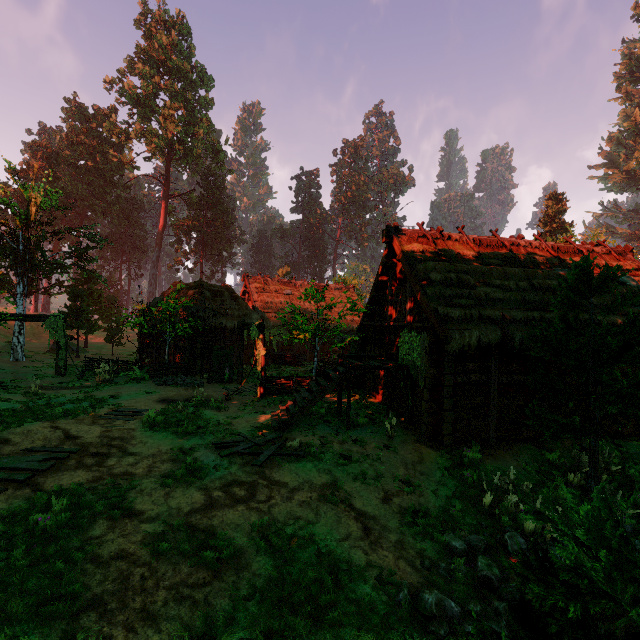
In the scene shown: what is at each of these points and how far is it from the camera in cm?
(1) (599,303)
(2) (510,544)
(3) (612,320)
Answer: (1) building, 1216
(2) rock, 655
(3) building, 1127

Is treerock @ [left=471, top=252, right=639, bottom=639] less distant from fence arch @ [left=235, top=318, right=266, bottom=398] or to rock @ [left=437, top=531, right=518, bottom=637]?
fence arch @ [left=235, top=318, right=266, bottom=398]

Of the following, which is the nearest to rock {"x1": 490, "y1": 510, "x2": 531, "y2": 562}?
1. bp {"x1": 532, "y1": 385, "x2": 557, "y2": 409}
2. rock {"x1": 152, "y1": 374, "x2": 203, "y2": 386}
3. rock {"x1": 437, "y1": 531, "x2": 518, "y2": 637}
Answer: rock {"x1": 437, "y1": 531, "x2": 518, "y2": 637}

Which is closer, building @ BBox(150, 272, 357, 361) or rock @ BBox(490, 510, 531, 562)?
rock @ BBox(490, 510, 531, 562)

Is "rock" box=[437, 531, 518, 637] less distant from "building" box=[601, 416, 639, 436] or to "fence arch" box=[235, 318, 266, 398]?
"building" box=[601, 416, 639, 436]

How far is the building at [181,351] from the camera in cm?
2086

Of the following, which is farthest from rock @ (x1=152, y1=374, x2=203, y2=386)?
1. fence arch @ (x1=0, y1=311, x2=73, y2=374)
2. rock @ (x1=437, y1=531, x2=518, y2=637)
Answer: rock @ (x1=437, y1=531, x2=518, y2=637)

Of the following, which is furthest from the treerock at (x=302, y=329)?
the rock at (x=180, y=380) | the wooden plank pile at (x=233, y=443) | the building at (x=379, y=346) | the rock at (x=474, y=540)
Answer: the wooden plank pile at (x=233, y=443)
